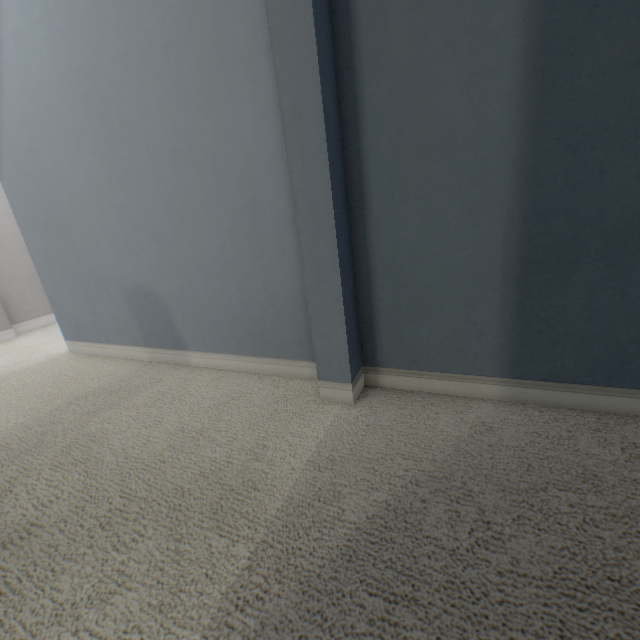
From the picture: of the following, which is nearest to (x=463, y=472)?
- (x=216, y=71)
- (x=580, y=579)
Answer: (x=580, y=579)
